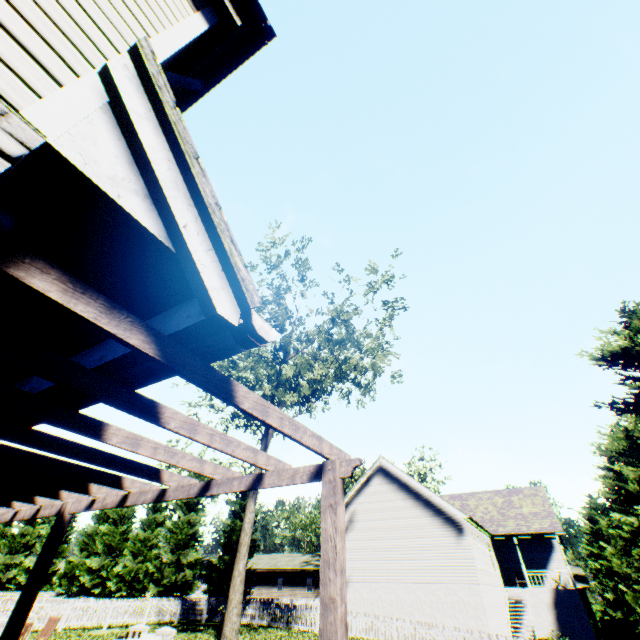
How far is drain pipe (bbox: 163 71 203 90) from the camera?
3.30m

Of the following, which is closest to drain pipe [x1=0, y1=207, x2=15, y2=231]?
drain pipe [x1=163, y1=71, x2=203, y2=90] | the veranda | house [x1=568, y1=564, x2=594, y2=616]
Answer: the veranda

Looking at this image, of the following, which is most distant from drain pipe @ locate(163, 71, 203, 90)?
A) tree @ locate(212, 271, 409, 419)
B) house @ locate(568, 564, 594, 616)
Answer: house @ locate(568, 564, 594, 616)

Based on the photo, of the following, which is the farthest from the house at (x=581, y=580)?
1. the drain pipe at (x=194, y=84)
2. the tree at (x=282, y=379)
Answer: the drain pipe at (x=194, y=84)

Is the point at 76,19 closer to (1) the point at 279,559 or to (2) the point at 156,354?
(2) the point at 156,354

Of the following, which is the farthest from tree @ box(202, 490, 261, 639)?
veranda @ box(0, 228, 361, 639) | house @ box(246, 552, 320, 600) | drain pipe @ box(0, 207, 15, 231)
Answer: drain pipe @ box(0, 207, 15, 231)

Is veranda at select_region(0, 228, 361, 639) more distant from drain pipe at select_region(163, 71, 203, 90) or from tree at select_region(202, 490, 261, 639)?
tree at select_region(202, 490, 261, 639)

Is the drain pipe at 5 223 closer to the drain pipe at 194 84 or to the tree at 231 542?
the drain pipe at 194 84
